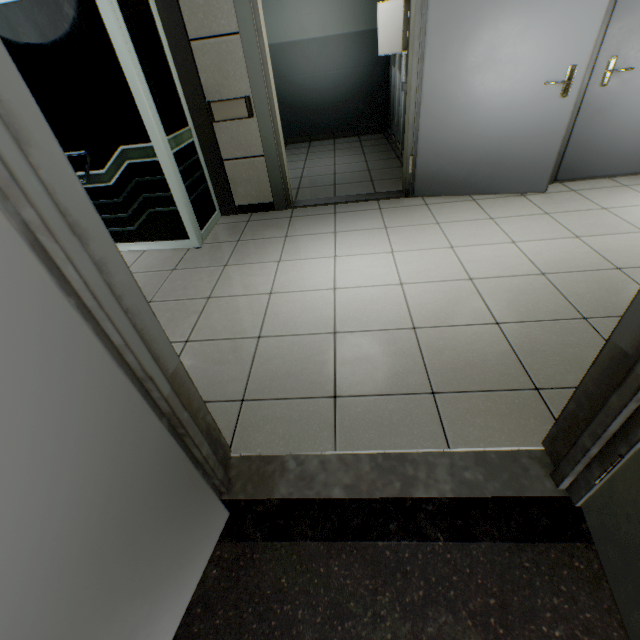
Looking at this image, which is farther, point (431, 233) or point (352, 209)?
point (352, 209)

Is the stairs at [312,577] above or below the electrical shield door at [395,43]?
below

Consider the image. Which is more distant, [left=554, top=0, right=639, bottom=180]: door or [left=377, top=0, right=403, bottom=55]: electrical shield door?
[left=377, top=0, right=403, bottom=55]: electrical shield door

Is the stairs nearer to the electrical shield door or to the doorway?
the doorway

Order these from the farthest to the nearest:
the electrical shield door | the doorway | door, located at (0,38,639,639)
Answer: the electrical shield door
the doorway
door, located at (0,38,639,639)

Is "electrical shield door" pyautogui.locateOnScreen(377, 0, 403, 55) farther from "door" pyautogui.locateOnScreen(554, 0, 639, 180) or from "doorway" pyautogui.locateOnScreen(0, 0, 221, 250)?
"doorway" pyautogui.locateOnScreen(0, 0, 221, 250)

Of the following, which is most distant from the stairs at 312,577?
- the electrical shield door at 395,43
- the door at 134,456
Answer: the electrical shield door at 395,43

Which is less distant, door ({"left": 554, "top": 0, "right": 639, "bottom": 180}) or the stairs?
the stairs
